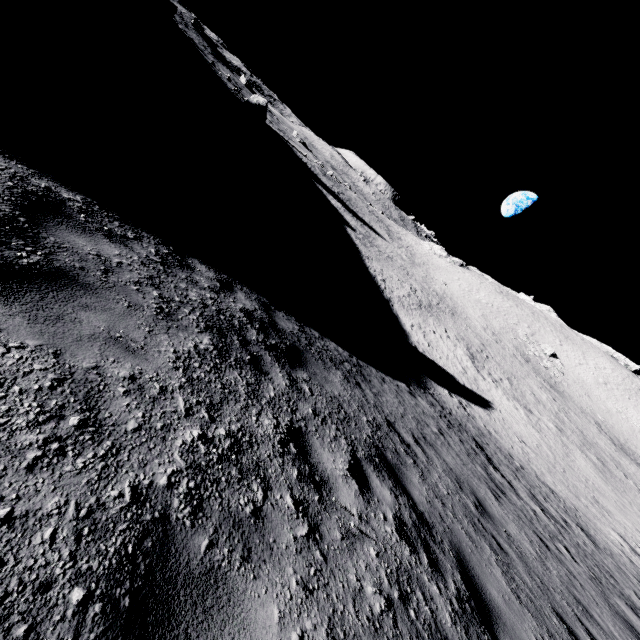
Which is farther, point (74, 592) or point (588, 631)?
point (588, 631)
